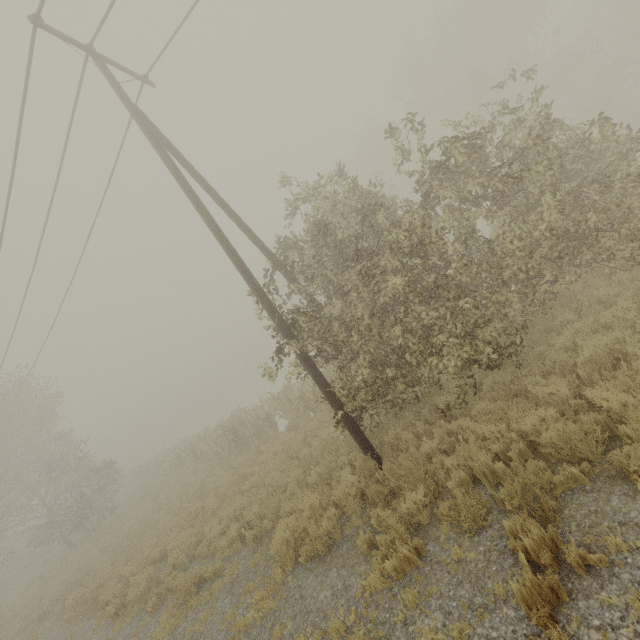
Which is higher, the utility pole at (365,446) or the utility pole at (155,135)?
→ the utility pole at (155,135)

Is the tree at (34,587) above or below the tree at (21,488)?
below

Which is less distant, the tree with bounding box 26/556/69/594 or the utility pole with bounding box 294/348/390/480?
the utility pole with bounding box 294/348/390/480

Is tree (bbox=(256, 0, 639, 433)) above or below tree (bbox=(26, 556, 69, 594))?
above

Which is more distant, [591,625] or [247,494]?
[247,494]

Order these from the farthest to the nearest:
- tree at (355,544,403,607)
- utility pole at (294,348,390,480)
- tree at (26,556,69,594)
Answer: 1. tree at (26,556,69,594)
2. utility pole at (294,348,390,480)
3. tree at (355,544,403,607)

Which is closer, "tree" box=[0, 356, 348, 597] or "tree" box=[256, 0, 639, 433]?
"tree" box=[256, 0, 639, 433]
